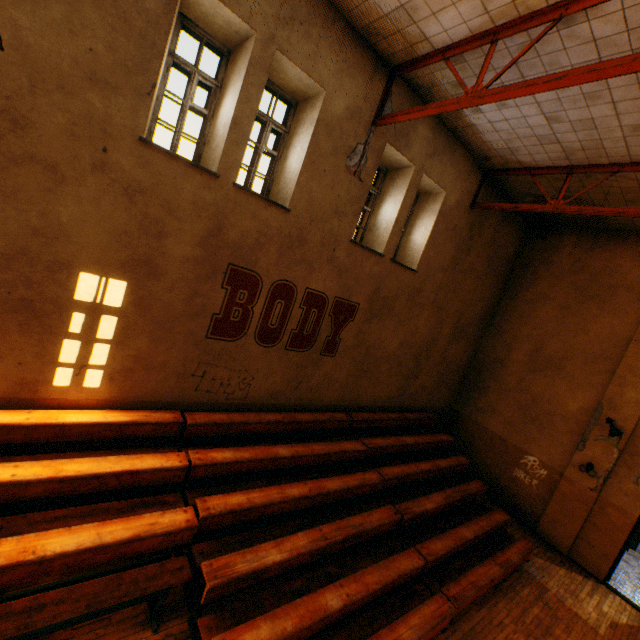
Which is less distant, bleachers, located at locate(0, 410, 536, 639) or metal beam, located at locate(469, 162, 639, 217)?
bleachers, located at locate(0, 410, 536, 639)

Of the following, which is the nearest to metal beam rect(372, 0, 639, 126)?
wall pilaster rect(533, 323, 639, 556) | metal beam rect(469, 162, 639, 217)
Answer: metal beam rect(469, 162, 639, 217)

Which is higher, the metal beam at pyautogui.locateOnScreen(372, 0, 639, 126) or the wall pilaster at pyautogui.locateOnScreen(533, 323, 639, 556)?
the metal beam at pyautogui.locateOnScreen(372, 0, 639, 126)

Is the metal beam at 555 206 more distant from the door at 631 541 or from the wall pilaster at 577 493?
the door at 631 541

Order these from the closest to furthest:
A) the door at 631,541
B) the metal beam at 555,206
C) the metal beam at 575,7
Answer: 1. the metal beam at 575,7
2. the metal beam at 555,206
3. the door at 631,541

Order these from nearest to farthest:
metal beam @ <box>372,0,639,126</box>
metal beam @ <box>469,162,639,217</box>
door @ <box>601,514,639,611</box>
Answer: metal beam @ <box>372,0,639,126</box>
metal beam @ <box>469,162,639,217</box>
door @ <box>601,514,639,611</box>

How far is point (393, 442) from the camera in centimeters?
819cm

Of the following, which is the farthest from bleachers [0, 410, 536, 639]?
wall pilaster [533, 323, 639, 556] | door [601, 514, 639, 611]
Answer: A: door [601, 514, 639, 611]
